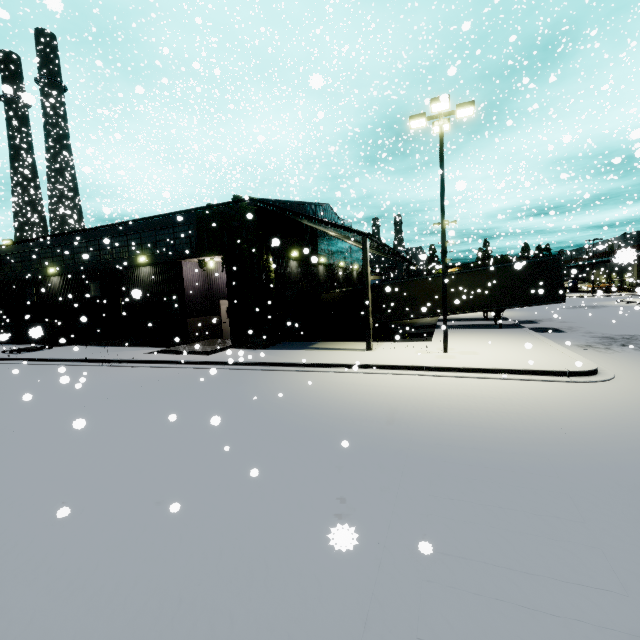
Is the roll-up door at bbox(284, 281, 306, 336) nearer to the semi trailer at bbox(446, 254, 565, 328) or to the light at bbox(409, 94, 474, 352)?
the semi trailer at bbox(446, 254, 565, 328)

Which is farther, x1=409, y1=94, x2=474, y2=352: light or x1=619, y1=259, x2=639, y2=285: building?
x1=409, y1=94, x2=474, y2=352: light

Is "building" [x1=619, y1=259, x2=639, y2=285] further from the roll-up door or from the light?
the light

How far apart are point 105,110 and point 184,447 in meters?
8.2 m

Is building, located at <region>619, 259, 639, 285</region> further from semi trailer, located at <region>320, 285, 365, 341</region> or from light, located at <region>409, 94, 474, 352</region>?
light, located at <region>409, 94, 474, 352</region>

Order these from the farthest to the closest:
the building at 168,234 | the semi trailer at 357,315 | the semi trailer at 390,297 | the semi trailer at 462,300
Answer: the semi trailer at 357,315 → the semi trailer at 390,297 → the semi trailer at 462,300 → the building at 168,234

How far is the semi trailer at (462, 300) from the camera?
18.9m

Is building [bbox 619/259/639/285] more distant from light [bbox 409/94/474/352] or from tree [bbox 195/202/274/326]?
light [bbox 409/94/474/352]
